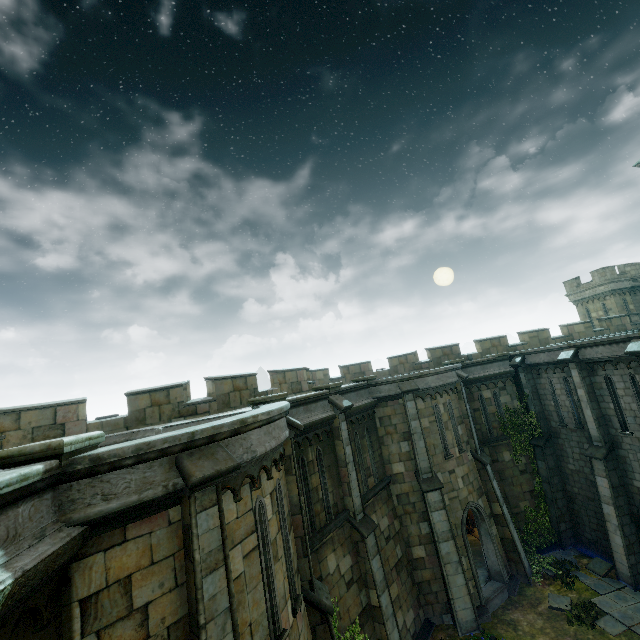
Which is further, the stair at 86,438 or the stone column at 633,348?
the stone column at 633,348

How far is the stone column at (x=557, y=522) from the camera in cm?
1692

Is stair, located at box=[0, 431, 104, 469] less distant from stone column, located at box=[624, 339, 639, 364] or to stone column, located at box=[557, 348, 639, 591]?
stone column, located at box=[624, 339, 639, 364]

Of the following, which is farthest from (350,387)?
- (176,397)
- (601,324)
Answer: (601,324)

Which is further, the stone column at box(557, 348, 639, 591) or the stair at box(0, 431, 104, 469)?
the stone column at box(557, 348, 639, 591)

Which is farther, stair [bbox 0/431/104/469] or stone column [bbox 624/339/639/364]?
stone column [bbox 624/339/639/364]

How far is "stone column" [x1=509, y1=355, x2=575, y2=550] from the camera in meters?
16.9 m

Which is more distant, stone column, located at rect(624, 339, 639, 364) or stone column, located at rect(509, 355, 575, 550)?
stone column, located at rect(509, 355, 575, 550)
